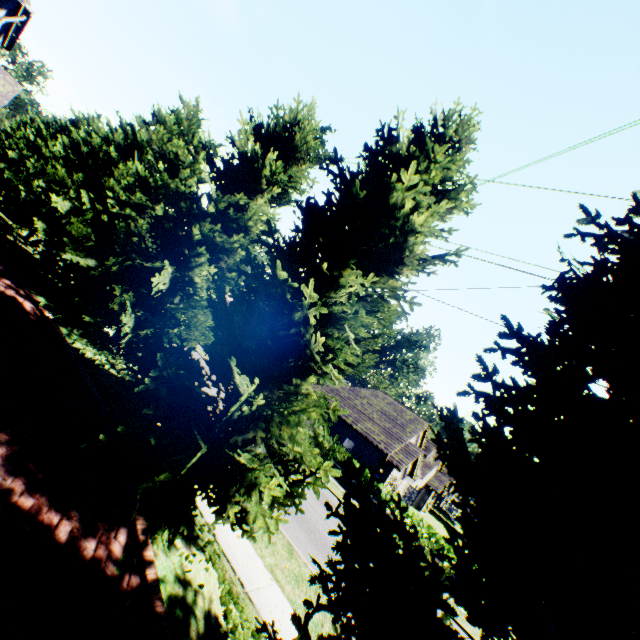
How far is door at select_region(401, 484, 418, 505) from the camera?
33.53m

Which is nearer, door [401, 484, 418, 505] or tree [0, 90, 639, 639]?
tree [0, 90, 639, 639]

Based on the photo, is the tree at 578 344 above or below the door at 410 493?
above

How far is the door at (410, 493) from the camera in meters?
33.5

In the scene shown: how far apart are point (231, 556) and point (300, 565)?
2.61m

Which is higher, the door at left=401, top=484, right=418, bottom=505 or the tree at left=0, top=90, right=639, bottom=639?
the tree at left=0, top=90, right=639, bottom=639
